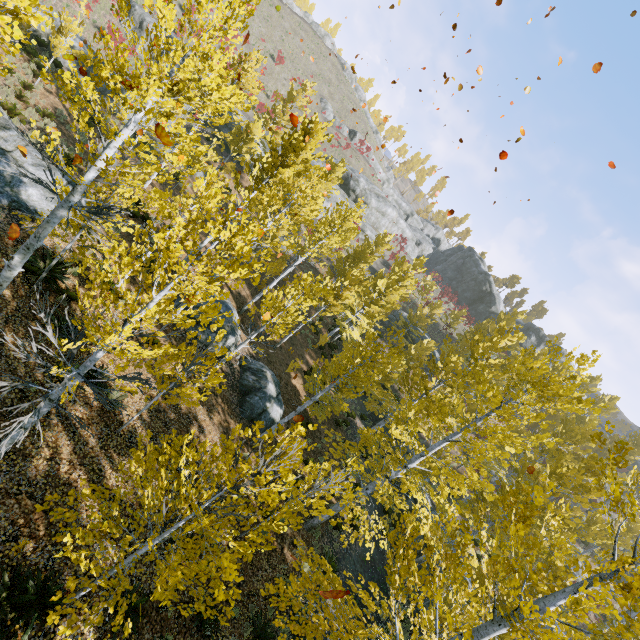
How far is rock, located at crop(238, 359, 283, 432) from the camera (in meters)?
15.62

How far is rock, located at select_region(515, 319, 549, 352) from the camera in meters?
50.0 m

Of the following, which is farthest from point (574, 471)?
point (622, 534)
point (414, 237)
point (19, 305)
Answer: point (414, 237)

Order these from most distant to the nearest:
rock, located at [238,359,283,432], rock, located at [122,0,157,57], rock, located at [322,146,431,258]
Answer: rock, located at [322,146,431,258] < rock, located at [122,0,157,57] < rock, located at [238,359,283,432]

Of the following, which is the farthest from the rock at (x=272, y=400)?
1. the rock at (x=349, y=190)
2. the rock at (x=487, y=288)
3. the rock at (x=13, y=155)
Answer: the rock at (x=487, y=288)

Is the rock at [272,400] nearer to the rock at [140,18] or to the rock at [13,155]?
the rock at [13,155]

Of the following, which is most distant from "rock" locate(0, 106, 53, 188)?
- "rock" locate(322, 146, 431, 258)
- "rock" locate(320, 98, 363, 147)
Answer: "rock" locate(320, 98, 363, 147)
